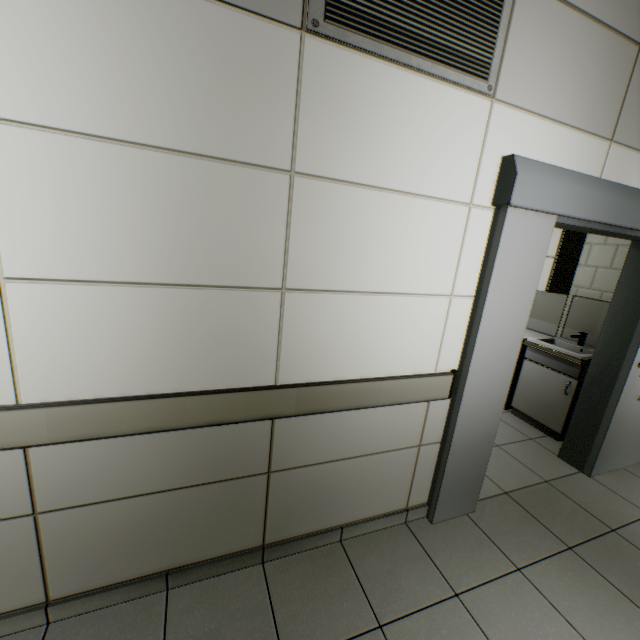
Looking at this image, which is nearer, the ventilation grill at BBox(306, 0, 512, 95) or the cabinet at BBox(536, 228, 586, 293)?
the ventilation grill at BBox(306, 0, 512, 95)

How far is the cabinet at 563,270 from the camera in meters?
3.6 m

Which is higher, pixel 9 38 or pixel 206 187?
pixel 9 38

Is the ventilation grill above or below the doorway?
above

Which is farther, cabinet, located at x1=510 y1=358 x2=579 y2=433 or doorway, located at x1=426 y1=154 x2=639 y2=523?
cabinet, located at x1=510 y1=358 x2=579 y2=433

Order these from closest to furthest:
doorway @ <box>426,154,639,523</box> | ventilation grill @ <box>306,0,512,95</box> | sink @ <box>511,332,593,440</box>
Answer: ventilation grill @ <box>306,0,512,95</box>, doorway @ <box>426,154,639,523</box>, sink @ <box>511,332,593,440</box>

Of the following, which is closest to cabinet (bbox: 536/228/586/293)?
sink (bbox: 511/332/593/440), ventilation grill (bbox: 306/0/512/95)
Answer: sink (bbox: 511/332/593/440)

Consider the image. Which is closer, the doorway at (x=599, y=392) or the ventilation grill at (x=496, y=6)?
the ventilation grill at (x=496, y=6)
